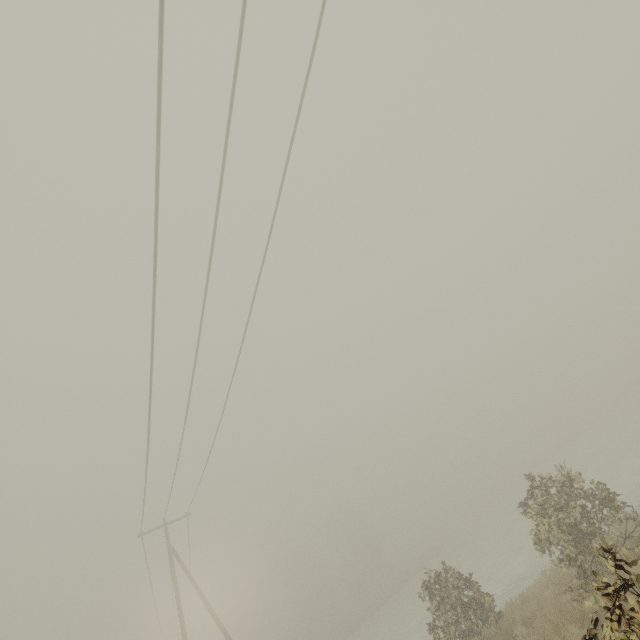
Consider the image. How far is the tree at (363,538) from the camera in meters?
51.8

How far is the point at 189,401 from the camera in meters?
11.5

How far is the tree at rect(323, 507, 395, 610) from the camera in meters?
51.8
